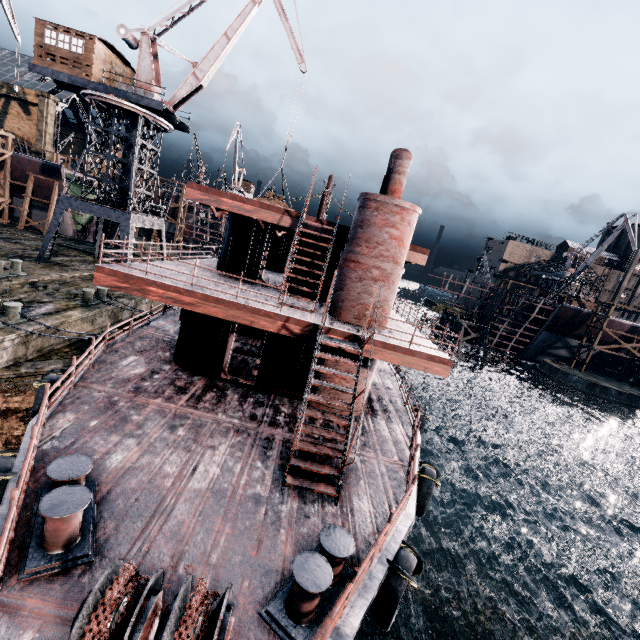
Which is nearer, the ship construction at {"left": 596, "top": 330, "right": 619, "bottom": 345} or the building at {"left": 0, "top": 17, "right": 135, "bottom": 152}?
the building at {"left": 0, "top": 17, "right": 135, "bottom": 152}

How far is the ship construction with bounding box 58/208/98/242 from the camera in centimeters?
3906cm

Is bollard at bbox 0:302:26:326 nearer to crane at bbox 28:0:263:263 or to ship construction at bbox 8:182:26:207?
crane at bbox 28:0:263:263

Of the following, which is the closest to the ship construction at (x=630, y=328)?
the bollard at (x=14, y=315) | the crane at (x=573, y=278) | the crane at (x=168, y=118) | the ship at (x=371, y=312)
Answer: the crane at (x=573, y=278)

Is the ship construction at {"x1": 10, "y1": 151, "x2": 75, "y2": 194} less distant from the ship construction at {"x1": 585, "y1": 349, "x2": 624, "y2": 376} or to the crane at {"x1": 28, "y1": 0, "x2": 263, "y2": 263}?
the crane at {"x1": 28, "y1": 0, "x2": 263, "y2": 263}

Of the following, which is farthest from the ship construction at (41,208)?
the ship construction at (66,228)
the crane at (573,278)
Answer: the crane at (573,278)

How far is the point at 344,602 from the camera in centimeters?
524cm

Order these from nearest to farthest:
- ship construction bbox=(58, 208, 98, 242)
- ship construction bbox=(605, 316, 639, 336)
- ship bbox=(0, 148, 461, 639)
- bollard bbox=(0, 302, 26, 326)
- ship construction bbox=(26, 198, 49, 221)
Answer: ship bbox=(0, 148, 461, 639) < bollard bbox=(0, 302, 26, 326) < ship construction bbox=(26, 198, 49, 221) < ship construction bbox=(58, 208, 98, 242) < ship construction bbox=(605, 316, 639, 336)
